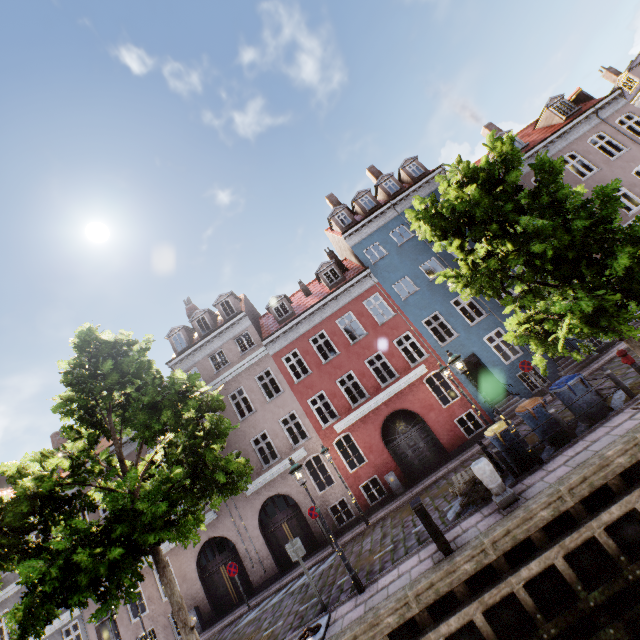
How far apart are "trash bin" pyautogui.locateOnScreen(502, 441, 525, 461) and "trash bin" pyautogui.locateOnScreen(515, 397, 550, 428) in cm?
43

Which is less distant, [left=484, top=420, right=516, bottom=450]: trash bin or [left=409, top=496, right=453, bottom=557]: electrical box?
[left=409, top=496, right=453, bottom=557]: electrical box

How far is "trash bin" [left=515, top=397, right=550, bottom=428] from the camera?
9.8m

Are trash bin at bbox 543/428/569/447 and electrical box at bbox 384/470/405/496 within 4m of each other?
no

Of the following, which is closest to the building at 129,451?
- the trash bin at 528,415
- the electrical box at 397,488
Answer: the electrical box at 397,488

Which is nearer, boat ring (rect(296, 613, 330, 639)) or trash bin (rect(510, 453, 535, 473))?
boat ring (rect(296, 613, 330, 639))

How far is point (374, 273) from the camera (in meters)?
19.83

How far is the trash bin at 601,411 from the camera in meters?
9.3 m
